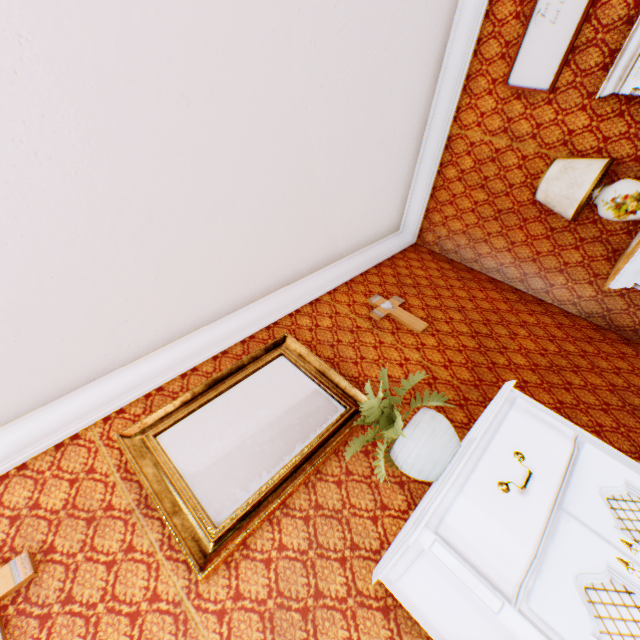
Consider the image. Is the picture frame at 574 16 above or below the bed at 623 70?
above

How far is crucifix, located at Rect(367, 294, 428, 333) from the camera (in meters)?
3.01

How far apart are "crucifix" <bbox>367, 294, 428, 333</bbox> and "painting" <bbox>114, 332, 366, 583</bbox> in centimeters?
81cm

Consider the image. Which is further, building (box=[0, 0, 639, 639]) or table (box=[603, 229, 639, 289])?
table (box=[603, 229, 639, 289])

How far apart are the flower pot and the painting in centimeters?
48cm

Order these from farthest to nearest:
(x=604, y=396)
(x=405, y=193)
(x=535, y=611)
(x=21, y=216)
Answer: (x=405, y=193) < (x=604, y=396) < (x=21, y=216) < (x=535, y=611)

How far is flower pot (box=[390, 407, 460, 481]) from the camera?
1.5m

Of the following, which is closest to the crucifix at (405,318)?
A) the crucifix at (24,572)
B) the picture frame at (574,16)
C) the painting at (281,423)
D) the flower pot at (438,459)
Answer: the painting at (281,423)
